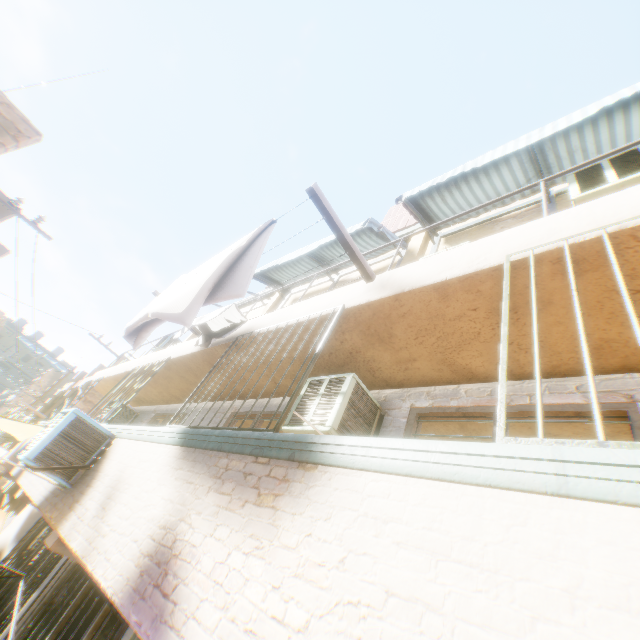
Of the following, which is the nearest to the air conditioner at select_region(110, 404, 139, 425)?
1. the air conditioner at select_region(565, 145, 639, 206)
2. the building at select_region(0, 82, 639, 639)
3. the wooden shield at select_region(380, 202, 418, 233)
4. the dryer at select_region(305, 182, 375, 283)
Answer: the building at select_region(0, 82, 639, 639)

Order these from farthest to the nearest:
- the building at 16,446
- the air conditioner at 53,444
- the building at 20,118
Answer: the building at 16,446 → the building at 20,118 → the air conditioner at 53,444

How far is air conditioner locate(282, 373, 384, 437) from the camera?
3.5m

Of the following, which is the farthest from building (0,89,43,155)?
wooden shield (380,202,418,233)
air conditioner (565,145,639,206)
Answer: wooden shield (380,202,418,233)

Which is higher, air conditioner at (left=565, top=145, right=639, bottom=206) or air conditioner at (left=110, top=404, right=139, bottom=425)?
air conditioner at (left=565, top=145, right=639, bottom=206)

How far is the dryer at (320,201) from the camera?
3.3m

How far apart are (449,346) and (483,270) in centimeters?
101cm
